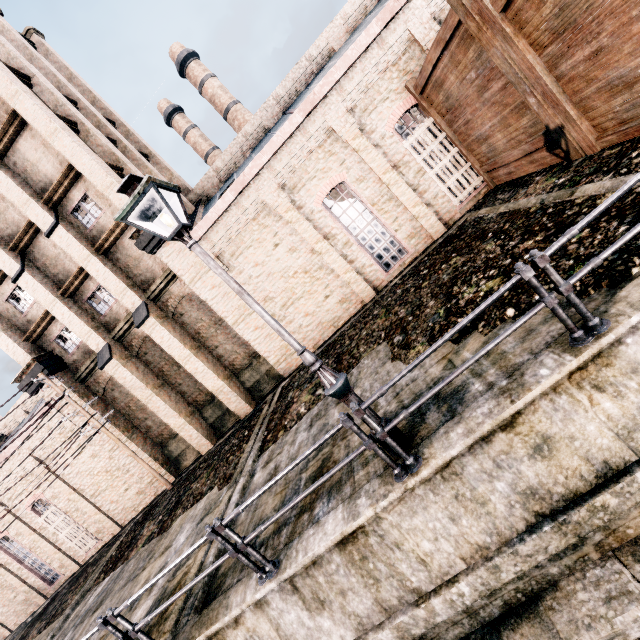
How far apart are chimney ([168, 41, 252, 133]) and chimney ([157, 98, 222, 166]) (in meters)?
2.62

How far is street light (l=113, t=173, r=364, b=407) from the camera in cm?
438

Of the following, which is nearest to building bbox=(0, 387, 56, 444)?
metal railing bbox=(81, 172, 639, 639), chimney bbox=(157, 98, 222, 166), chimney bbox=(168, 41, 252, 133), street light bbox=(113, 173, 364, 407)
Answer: street light bbox=(113, 173, 364, 407)

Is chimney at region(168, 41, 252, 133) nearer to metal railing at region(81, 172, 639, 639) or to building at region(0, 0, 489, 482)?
building at region(0, 0, 489, 482)

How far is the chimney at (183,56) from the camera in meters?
35.9

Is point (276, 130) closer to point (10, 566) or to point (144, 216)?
point (144, 216)

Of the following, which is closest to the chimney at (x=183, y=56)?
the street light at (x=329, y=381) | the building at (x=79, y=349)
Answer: the building at (x=79, y=349)

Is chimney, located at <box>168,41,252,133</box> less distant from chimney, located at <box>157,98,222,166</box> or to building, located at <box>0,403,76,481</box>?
chimney, located at <box>157,98,222,166</box>
